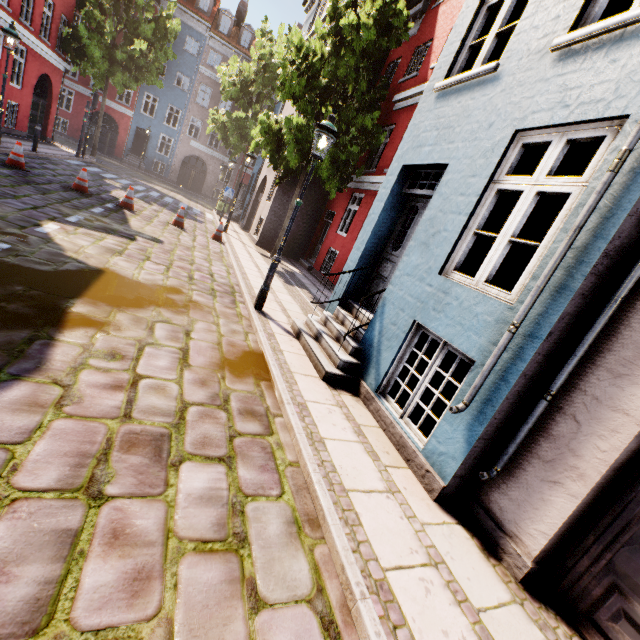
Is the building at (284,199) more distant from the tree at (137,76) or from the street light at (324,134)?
the tree at (137,76)

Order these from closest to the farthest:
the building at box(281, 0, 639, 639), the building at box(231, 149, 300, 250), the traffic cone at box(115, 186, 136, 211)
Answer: the building at box(281, 0, 639, 639)
the traffic cone at box(115, 186, 136, 211)
the building at box(231, 149, 300, 250)

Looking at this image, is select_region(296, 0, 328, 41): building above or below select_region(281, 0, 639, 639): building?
above

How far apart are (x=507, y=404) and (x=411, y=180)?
4.20m

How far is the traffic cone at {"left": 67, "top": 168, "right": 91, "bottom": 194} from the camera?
10.2 meters

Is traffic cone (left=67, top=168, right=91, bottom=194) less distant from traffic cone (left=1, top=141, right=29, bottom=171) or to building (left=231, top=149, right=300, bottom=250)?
traffic cone (left=1, top=141, right=29, bottom=171)

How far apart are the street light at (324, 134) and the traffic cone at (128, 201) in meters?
7.4 m

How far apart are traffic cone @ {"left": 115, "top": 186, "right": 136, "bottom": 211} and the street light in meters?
7.4
